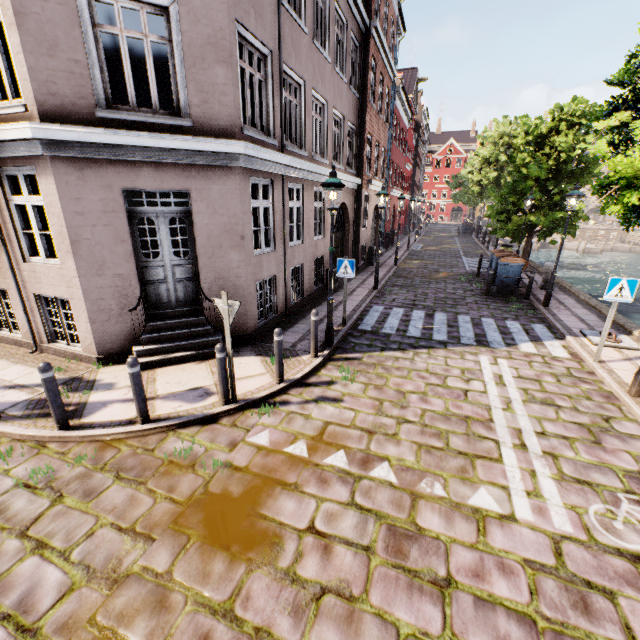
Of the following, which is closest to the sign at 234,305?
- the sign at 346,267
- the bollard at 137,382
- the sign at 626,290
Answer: the bollard at 137,382

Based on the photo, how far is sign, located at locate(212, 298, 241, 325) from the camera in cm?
491

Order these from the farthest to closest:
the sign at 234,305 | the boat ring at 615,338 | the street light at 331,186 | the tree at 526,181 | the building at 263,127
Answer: the boat ring at 615,338 → the street light at 331,186 → the building at 263,127 → the sign at 234,305 → the tree at 526,181

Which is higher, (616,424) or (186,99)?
(186,99)

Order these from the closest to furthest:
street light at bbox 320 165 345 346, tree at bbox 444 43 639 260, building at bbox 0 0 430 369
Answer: tree at bbox 444 43 639 260
building at bbox 0 0 430 369
street light at bbox 320 165 345 346

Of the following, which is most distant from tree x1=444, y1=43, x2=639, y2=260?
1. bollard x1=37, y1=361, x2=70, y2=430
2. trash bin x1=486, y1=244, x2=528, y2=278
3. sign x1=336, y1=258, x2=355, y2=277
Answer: bollard x1=37, y1=361, x2=70, y2=430

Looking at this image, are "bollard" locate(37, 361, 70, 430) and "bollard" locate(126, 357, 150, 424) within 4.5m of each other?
yes

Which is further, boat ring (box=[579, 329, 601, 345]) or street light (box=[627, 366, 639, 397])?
boat ring (box=[579, 329, 601, 345])
